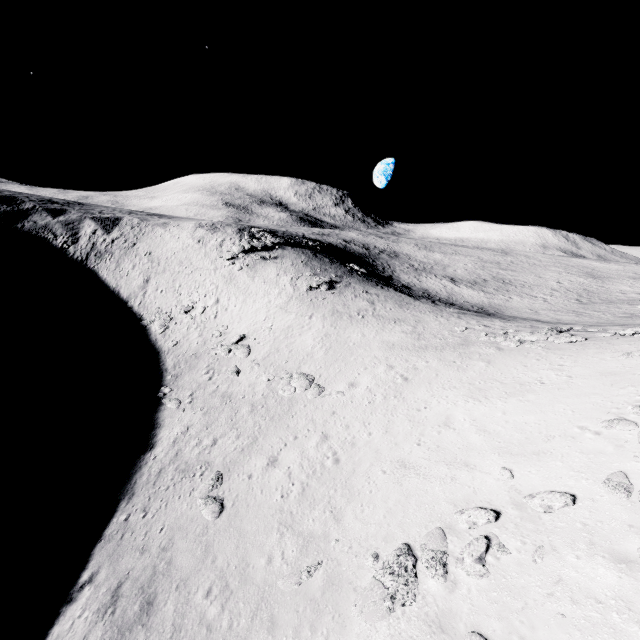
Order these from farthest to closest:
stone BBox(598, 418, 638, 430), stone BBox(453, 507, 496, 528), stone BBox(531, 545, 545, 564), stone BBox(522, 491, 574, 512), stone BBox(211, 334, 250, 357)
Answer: stone BBox(211, 334, 250, 357)
stone BBox(598, 418, 638, 430)
stone BBox(453, 507, 496, 528)
stone BBox(522, 491, 574, 512)
stone BBox(531, 545, 545, 564)

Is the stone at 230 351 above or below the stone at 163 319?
below

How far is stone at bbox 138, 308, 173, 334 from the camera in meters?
35.8 m

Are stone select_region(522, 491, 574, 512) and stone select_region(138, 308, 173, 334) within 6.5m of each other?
no

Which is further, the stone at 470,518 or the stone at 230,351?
the stone at 230,351

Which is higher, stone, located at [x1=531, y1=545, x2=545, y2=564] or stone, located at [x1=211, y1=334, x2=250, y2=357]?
stone, located at [x1=531, y1=545, x2=545, y2=564]

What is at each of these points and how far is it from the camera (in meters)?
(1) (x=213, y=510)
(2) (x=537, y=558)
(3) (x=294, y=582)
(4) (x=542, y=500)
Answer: (1) stone, 15.26
(2) stone, 8.77
(3) stone, 10.93
(4) stone, 10.17

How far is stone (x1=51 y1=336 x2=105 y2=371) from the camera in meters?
30.4
